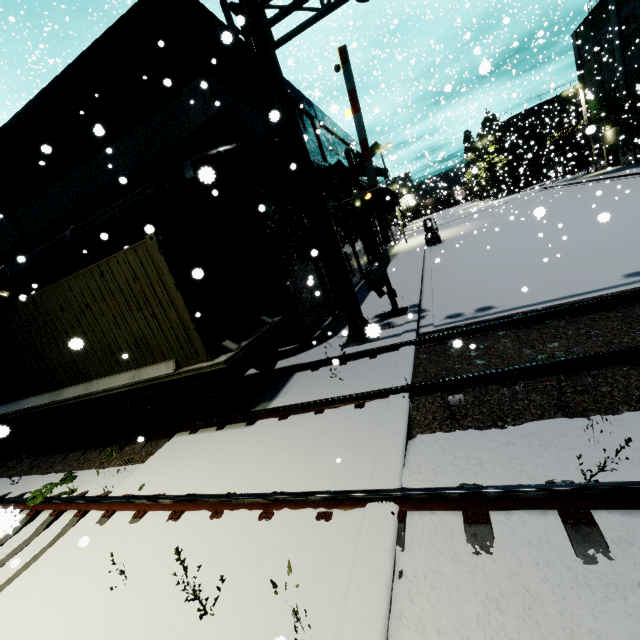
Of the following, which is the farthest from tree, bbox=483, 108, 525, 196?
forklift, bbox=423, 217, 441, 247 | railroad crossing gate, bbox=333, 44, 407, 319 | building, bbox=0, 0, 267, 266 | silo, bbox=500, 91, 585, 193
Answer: railroad crossing gate, bbox=333, 44, 407, 319

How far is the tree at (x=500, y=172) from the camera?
38.99m

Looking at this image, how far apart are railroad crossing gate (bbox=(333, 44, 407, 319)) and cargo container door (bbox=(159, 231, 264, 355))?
3.1m

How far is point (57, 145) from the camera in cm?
1174

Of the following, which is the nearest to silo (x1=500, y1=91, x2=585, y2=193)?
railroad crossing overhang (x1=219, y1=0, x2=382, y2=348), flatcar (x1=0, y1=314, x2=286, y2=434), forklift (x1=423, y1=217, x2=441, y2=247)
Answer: forklift (x1=423, y1=217, x2=441, y2=247)

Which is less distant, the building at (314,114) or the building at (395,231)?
the building at (314,114)

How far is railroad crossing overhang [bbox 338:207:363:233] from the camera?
8.81m

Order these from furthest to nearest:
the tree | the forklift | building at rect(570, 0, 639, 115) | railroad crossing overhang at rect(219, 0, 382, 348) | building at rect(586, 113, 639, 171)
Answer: the tree, building at rect(586, 113, 639, 171), building at rect(570, 0, 639, 115), the forklift, railroad crossing overhang at rect(219, 0, 382, 348)
